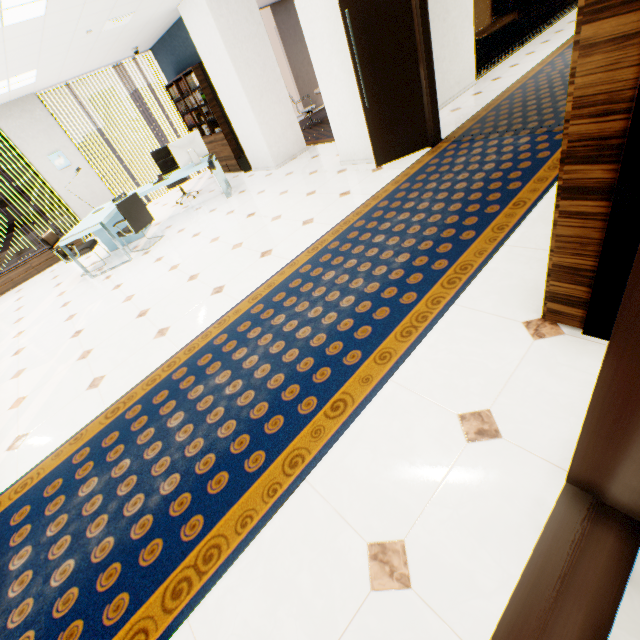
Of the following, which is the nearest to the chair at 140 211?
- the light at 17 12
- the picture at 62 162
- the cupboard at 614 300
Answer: the light at 17 12

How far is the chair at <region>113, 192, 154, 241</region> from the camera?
5.5 meters

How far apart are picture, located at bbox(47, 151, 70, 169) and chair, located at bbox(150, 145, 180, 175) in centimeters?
213cm

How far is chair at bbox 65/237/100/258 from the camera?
5.8 meters

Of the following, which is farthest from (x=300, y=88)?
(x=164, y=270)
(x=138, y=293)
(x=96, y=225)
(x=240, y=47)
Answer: (x=138, y=293)

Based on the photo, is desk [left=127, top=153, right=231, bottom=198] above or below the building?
above

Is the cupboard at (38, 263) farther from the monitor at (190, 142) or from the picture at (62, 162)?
the monitor at (190, 142)

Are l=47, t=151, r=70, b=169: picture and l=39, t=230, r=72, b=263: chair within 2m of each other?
no
